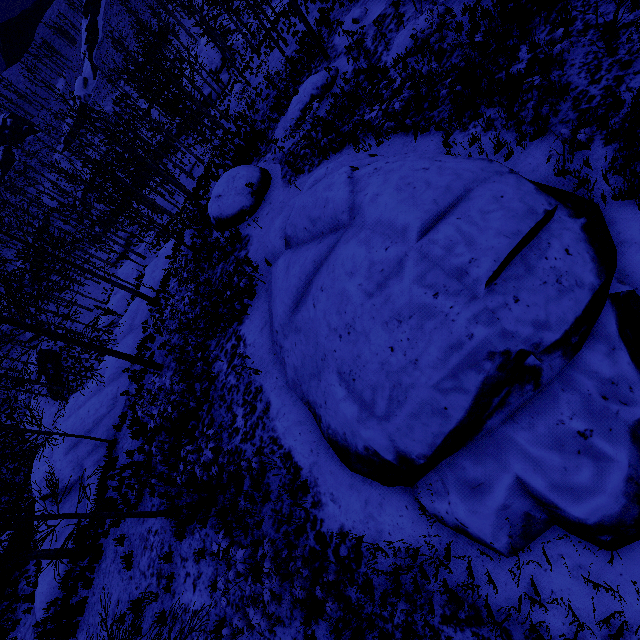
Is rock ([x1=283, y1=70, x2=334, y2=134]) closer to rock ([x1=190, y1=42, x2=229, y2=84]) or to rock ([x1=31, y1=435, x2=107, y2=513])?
rock ([x1=31, y1=435, x2=107, y2=513])

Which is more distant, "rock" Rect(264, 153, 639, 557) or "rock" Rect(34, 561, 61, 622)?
"rock" Rect(34, 561, 61, 622)

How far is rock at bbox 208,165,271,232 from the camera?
15.1 meters

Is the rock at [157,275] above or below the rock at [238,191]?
below

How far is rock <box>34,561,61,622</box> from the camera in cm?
1329

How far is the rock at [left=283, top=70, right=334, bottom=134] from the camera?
15.1m

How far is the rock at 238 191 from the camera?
15.1 meters

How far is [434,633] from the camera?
5.07m
